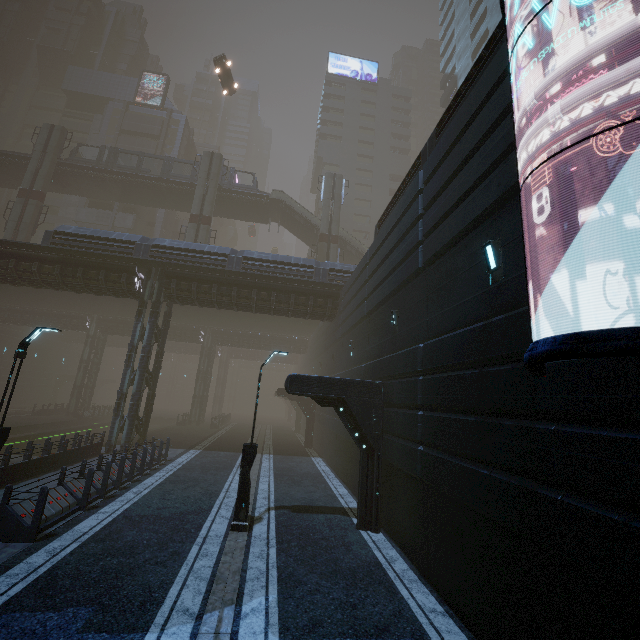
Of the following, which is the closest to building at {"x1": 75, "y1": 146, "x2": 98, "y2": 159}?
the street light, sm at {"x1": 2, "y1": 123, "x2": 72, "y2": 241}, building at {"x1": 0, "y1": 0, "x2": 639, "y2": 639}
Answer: building at {"x1": 0, "y1": 0, "x2": 639, "y2": 639}

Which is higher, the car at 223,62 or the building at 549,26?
the car at 223,62

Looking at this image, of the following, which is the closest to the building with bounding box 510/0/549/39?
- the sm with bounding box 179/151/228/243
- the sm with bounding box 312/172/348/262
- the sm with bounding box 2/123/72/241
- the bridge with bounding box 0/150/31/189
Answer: the sm with bounding box 312/172/348/262

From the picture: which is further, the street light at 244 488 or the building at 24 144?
the building at 24 144

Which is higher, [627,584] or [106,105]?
[106,105]

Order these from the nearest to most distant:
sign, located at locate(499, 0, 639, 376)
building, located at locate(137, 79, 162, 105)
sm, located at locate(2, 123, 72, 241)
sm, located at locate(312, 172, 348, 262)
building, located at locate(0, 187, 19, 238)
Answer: sign, located at locate(499, 0, 639, 376)
sm, located at locate(2, 123, 72, 241)
sm, located at locate(312, 172, 348, 262)
building, located at locate(0, 187, 19, 238)
building, located at locate(137, 79, 162, 105)

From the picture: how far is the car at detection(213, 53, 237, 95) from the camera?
36.9m

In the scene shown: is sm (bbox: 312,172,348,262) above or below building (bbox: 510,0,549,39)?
above
